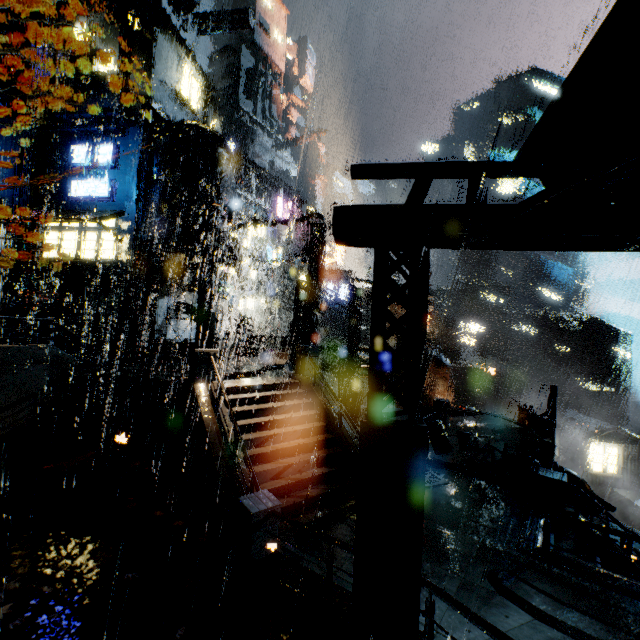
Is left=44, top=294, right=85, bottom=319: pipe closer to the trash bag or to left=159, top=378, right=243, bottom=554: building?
left=159, top=378, right=243, bottom=554: building

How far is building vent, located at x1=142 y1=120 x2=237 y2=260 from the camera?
23.6m

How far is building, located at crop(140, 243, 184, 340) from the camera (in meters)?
22.77

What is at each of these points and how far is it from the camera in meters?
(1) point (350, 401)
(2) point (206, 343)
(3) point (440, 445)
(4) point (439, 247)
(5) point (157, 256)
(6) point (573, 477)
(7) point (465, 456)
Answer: (1) street light, 26.7 m
(2) street light, 12.5 m
(3) sign, 15.6 m
(4) building, 4.9 m
(5) building, 24.5 m
(6) pipe, 15.2 m
(7) building, 15.8 m

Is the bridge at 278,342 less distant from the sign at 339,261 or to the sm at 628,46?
the sign at 339,261

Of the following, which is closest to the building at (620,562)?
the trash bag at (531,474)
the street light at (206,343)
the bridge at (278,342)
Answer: the bridge at (278,342)

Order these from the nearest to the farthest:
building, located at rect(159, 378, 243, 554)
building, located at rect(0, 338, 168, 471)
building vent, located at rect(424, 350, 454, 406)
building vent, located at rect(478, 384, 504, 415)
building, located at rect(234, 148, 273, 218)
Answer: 1. building, located at rect(159, 378, 243, 554)
2. building, located at rect(0, 338, 168, 471)
3. building vent, located at rect(424, 350, 454, 406)
4. building vent, located at rect(478, 384, 504, 415)
5. building, located at rect(234, 148, 273, 218)
